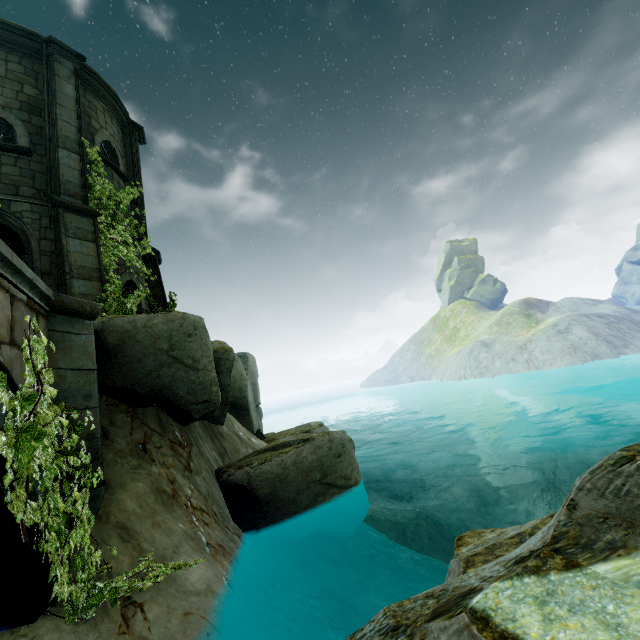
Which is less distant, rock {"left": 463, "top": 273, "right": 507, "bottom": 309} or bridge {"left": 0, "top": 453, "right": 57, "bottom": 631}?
bridge {"left": 0, "top": 453, "right": 57, "bottom": 631}

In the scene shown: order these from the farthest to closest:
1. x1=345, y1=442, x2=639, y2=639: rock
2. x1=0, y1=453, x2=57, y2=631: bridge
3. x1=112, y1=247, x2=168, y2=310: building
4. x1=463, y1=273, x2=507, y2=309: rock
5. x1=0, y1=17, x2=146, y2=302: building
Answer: x1=463, y1=273, x2=507, y2=309: rock → x1=112, y1=247, x2=168, y2=310: building → x1=0, y1=17, x2=146, y2=302: building → x1=0, y1=453, x2=57, y2=631: bridge → x1=345, y1=442, x2=639, y2=639: rock

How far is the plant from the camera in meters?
8.6

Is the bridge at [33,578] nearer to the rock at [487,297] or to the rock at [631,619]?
the rock at [631,619]

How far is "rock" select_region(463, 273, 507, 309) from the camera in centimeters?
5562cm

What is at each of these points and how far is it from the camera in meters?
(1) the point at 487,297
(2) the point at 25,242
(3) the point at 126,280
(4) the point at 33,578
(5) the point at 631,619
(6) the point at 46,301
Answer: (1) rock, 55.9 m
(2) building, 8.3 m
(3) building, 10.2 m
(4) bridge, 3.7 m
(5) rock, 1.4 m
(6) bridge, 4.8 m

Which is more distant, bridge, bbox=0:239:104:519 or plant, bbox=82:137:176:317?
plant, bbox=82:137:176:317

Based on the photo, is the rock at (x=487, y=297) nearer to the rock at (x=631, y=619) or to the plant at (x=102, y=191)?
the plant at (x=102, y=191)
